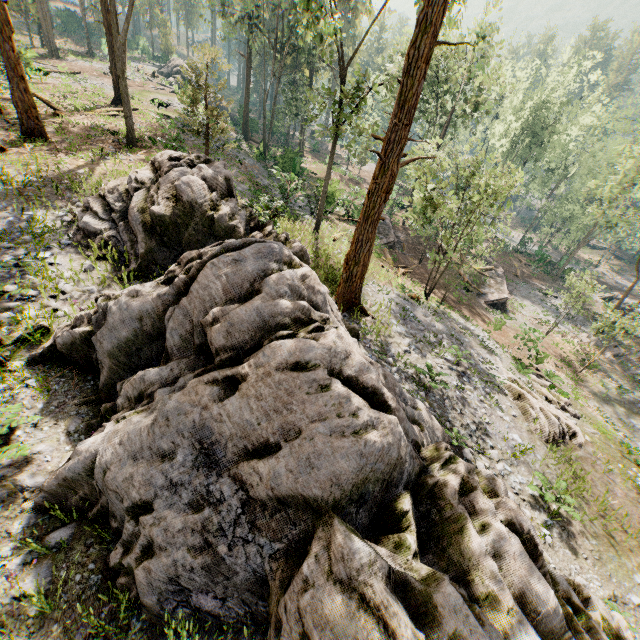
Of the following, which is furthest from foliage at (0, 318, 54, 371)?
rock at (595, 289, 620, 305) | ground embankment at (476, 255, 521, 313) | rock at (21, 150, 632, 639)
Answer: ground embankment at (476, 255, 521, 313)

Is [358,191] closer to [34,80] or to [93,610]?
[34,80]

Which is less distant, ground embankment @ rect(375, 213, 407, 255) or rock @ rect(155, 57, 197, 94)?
ground embankment @ rect(375, 213, 407, 255)

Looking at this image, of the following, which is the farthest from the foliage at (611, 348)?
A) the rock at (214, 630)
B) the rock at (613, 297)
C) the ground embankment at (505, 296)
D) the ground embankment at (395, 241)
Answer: the ground embankment at (395, 241)

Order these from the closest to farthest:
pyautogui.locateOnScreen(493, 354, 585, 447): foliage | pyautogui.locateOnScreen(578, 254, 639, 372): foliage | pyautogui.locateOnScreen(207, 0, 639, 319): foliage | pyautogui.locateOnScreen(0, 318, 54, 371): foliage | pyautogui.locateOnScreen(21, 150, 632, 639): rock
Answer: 1. pyautogui.locateOnScreen(21, 150, 632, 639): rock
2. pyautogui.locateOnScreen(0, 318, 54, 371): foliage
3. pyautogui.locateOnScreen(207, 0, 639, 319): foliage
4. pyautogui.locateOnScreen(493, 354, 585, 447): foliage
5. pyautogui.locateOnScreen(578, 254, 639, 372): foliage

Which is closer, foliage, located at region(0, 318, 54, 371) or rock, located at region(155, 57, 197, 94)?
foliage, located at region(0, 318, 54, 371)

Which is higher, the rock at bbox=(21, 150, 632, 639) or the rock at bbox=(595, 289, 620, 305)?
the rock at bbox=(21, 150, 632, 639)

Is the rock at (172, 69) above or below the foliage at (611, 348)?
above
